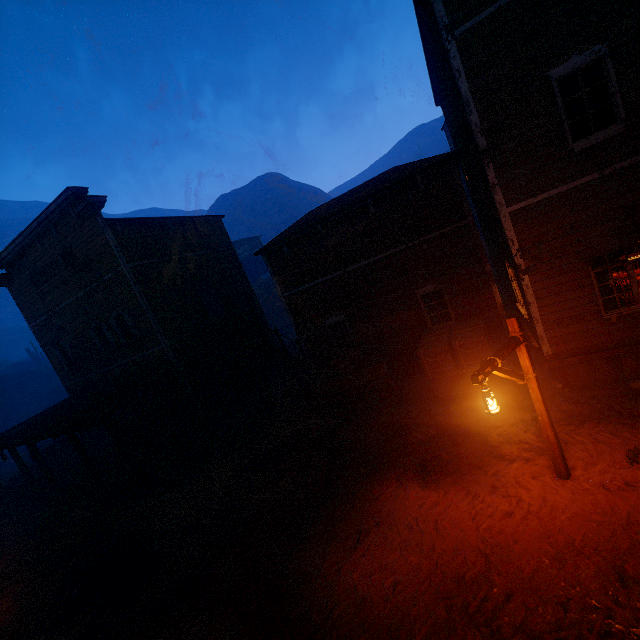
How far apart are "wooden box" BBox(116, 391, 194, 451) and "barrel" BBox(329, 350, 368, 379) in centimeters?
746cm

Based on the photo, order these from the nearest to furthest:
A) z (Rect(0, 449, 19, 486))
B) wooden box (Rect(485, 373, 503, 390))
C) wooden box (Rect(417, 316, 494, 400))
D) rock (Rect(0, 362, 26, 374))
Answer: wooden box (Rect(485, 373, 503, 390)) < wooden box (Rect(417, 316, 494, 400)) < z (Rect(0, 449, 19, 486)) < rock (Rect(0, 362, 26, 374))

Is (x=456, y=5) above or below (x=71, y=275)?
below

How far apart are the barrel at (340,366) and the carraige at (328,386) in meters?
0.0

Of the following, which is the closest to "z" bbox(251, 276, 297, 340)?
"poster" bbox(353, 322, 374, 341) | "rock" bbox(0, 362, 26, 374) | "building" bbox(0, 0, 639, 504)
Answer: "building" bbox(0, 0, 639, 504)

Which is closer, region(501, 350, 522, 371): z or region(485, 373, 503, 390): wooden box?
region(485, 373, 503, 390): wooden box

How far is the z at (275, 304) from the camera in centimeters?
3600cm

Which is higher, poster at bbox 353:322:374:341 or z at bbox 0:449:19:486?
poster at bbox 353:322:374:341
